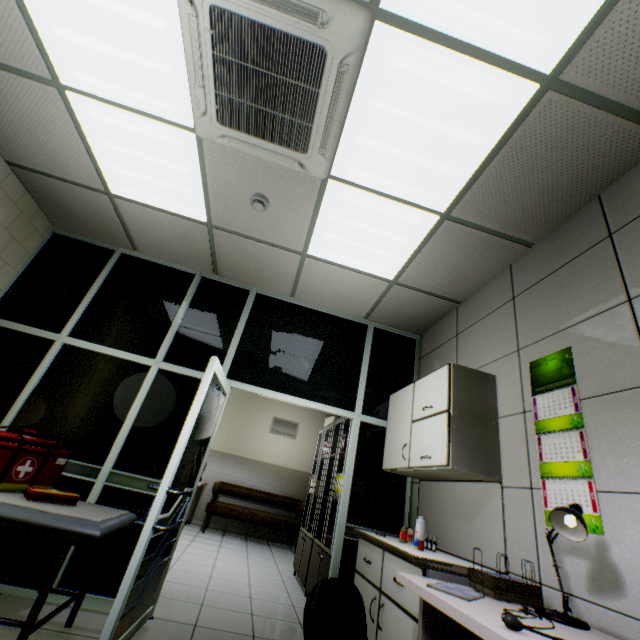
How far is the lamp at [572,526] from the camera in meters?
1.4

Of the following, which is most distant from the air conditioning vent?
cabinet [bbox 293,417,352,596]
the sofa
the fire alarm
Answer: the sofa

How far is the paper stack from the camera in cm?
156

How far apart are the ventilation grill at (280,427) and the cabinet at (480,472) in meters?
5.6 m

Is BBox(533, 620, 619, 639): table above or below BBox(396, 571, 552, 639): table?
above

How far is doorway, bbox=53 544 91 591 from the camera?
2.60m

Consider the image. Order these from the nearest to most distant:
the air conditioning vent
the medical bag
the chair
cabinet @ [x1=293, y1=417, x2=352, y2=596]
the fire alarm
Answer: the chair → the air conditioning vent → the medical bag → the fire alarm → cabinet @ [x1=293, y1=417, x2=352, y2=596]

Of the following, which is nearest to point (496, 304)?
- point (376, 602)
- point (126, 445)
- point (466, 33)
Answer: point (466, 33)
